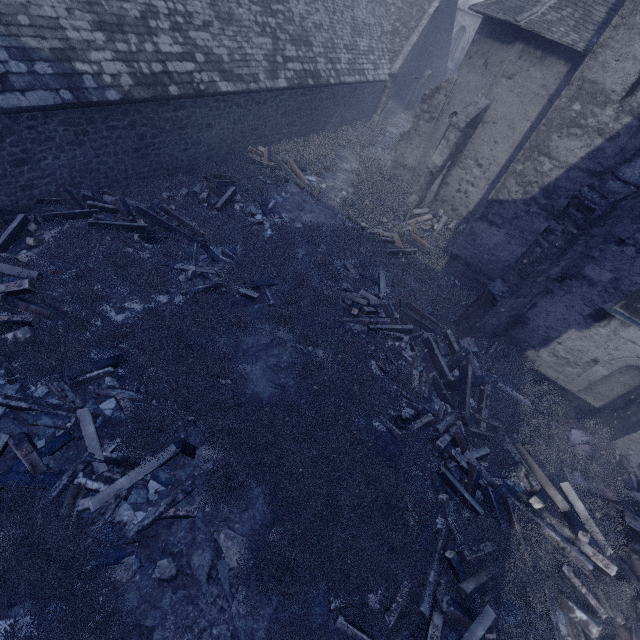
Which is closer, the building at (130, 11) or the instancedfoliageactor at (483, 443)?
the instancedfoliageactor at (483, 443)

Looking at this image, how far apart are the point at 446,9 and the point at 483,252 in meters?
23.6 m

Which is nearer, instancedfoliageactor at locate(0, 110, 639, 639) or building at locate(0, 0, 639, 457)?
instancedfoliageactor at locate(0, 110, 639, 639)

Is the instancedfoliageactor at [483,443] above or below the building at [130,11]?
below

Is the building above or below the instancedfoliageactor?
above
